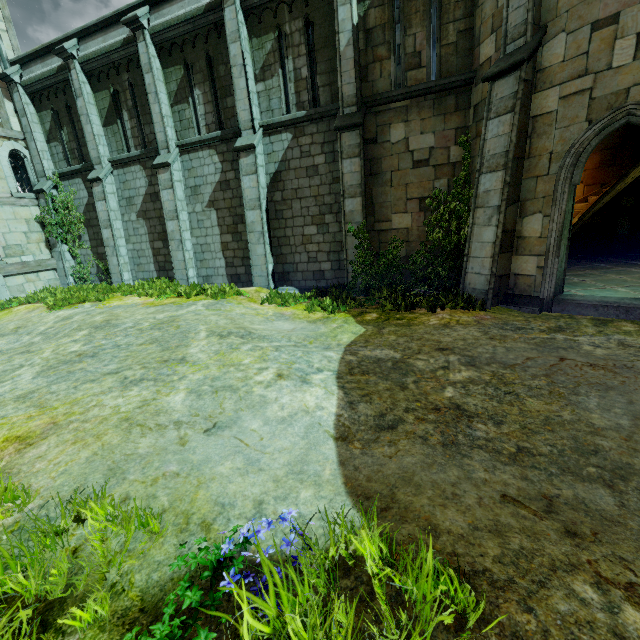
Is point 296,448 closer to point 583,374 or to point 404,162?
point 583,374

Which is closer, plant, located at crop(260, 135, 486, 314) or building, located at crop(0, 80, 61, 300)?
plant, located at crop(260, 135, 486, 314)

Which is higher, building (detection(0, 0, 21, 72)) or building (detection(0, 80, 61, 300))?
building (detection(0, 0, 21, 72))

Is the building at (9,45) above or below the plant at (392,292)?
above

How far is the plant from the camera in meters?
8.4

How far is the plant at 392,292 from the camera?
8.4m

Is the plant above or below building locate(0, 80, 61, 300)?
below
